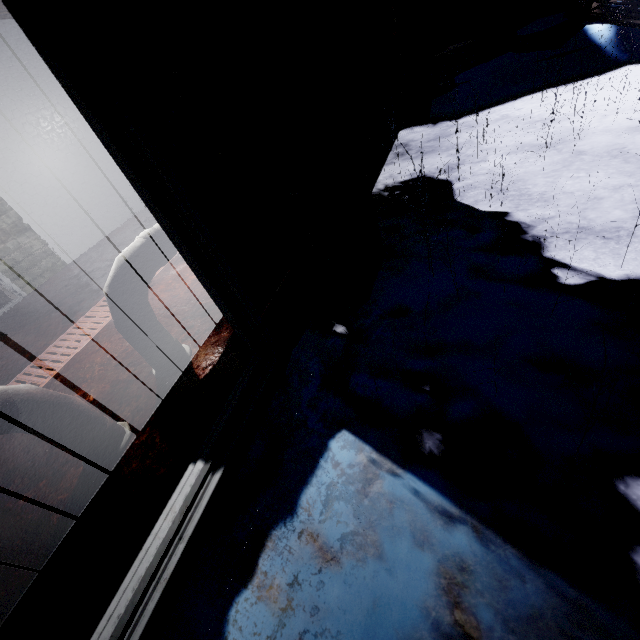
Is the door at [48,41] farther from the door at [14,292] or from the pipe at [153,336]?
the door at [14,292]

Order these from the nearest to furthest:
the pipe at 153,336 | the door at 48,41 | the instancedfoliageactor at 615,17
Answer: the door at 48,41
the pipe at 153,336
the instancedfoliageactor at 615,17

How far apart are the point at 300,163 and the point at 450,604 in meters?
1.5 m

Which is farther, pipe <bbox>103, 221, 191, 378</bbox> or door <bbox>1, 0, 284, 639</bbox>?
pipe <bbox>103, 221, 191, 378</bbox>

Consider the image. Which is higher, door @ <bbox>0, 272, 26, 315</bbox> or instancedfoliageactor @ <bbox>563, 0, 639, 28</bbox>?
instancedfoliageactor @ <bbox>563, 0, 639, 28</bbox>

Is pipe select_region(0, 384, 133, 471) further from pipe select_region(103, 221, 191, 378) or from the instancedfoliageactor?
the instancedfoliageactor

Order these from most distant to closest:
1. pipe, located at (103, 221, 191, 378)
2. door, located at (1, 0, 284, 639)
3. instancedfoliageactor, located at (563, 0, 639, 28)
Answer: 1. instancedfoliageactor, located at (563, 0, 639, 28)
2. pipe, located at (103, 221, 191, 378)
3. door, located at (1, 0, 284, 639)

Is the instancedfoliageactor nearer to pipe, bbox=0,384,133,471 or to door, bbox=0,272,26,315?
pipe, bbox=0,384,133,471
